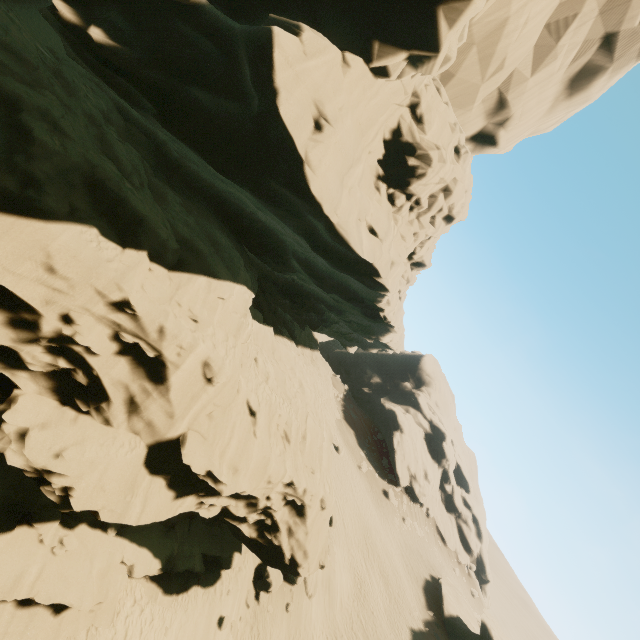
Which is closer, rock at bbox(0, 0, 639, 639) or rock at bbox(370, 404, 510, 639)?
rock at bbox(0, 0, 639, 639)

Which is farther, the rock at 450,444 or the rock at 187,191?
the rock at 450,444

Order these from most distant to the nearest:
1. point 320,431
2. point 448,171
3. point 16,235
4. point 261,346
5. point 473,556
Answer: point 473,556 < point 261,346 < point 320,431 < point 448,171 < point 16,235
